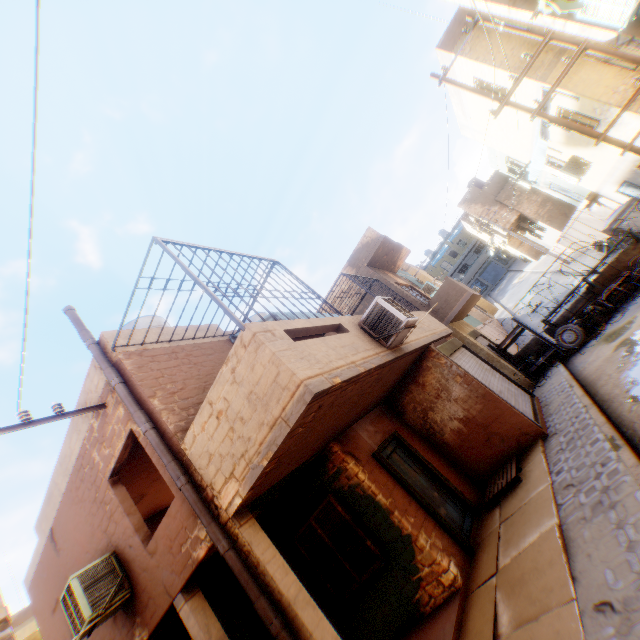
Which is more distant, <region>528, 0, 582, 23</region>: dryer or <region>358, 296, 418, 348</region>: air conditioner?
<region>358, 296, 418, 348</region>: air conditioner

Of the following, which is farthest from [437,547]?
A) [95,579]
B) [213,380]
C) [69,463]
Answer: [69,463]

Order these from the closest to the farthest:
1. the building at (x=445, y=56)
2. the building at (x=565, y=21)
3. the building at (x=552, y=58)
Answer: the building at (x=565, y=21) → the building at (x=445, y=56) → the building at (x=552, y=58)

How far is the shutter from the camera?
6.4m

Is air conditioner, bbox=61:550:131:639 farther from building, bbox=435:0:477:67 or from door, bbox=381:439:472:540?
door, bbox=381:439:472:540

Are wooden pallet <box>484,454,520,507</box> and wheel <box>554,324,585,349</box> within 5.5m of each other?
no

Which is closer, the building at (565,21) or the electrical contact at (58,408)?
the electrical contact at (58,408)

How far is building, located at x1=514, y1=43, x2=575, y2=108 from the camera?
10.0m
